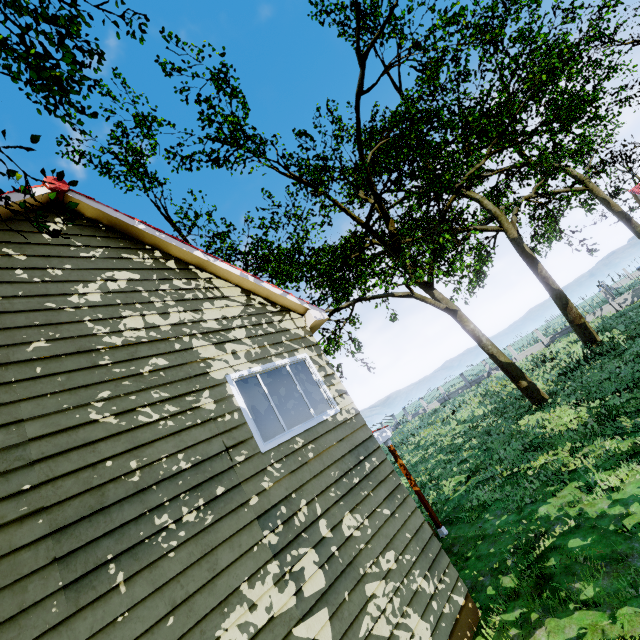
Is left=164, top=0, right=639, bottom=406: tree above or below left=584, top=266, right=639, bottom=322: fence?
above

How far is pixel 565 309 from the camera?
20.53m

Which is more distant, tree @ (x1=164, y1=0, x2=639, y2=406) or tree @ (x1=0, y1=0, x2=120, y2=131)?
tree @ (x1=164, y1=0, x2=639, y2=406)

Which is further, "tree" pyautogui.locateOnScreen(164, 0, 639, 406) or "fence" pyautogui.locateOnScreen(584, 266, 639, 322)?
"fence" pyautogui.locateOnScreen(584, 266, 639, 322)

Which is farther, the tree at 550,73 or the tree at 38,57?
the tree at 550,73

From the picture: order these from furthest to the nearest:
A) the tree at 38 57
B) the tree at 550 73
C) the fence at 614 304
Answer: the fence at 614 304
the tree at 550 73
the tree at 38 57

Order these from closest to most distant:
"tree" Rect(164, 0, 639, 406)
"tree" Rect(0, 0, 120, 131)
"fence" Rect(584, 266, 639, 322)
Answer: "tree" Rect(0, 0, 120, 131)
"tree" Rect(164, 0, 639, 406)
"fence" Rect(584, 266, 639, 322)
